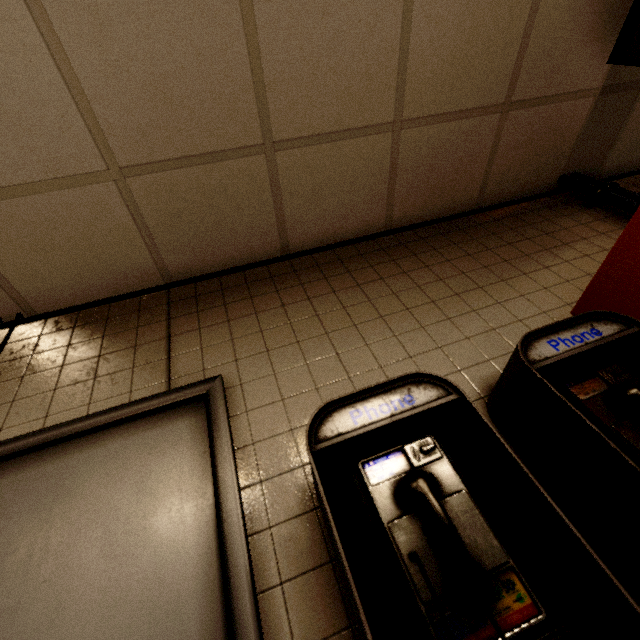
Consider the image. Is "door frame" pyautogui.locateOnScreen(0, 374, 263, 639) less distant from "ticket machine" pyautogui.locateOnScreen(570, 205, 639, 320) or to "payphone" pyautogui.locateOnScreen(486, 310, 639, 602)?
"payphone" pyautogui.locateOnScreen(486, 310, 639, 602)

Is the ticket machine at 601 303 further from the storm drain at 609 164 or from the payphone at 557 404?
the storm drain at 609 164

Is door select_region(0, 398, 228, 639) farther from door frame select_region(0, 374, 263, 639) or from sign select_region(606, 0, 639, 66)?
sign select_region(606, 0, 639, 66)

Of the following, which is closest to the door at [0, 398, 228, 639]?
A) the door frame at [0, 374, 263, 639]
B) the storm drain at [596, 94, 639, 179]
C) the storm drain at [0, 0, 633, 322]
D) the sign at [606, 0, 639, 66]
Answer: the door frame at [0, 374, 263, 639]

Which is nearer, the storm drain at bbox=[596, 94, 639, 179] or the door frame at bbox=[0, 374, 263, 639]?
the door frame at bbox=[0, 374, 263, 639]

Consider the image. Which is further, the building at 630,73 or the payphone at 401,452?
the building at 630,73

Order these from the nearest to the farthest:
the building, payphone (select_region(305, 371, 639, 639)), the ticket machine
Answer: payphone (select_region(305, 371, 639, 639))
the ticket machine
the building

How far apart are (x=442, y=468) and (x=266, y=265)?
1.6 meters
